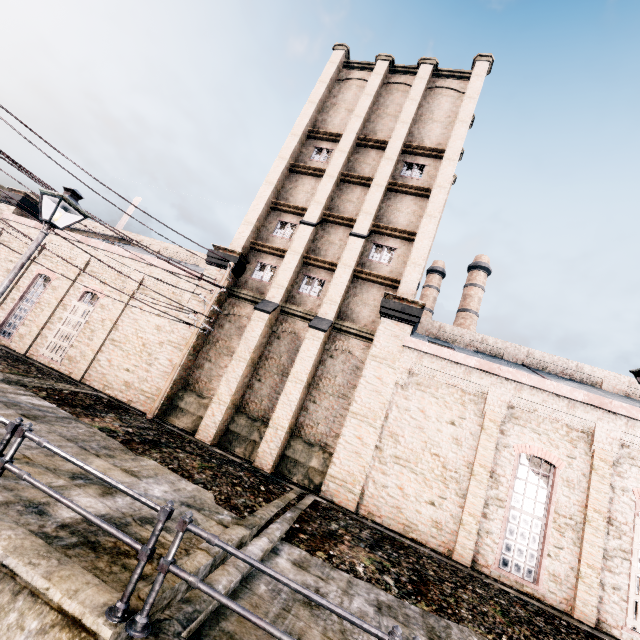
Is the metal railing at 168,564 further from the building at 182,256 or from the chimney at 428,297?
the chimney at 428,297

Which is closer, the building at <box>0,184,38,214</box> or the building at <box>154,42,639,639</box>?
the building at <box>154,42,639,639</box>

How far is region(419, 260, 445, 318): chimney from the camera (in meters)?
43.47

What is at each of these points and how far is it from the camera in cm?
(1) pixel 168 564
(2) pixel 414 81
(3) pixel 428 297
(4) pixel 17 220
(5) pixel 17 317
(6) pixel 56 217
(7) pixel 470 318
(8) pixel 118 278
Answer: (1) metal railing, 386
(2) building, 2259
(3) chimney, 4388
(4) building, 2303
(5) building, 2064
(6) street light, 752
(7) chimney, 4141
(8) building, 2027

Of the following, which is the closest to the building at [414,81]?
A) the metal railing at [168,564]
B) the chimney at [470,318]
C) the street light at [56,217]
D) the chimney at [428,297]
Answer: the street light at [56,217]

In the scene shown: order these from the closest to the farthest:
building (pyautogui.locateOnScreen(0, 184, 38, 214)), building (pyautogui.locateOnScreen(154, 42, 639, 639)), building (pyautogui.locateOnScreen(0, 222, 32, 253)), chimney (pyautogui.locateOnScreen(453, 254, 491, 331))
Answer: building (pyautogui.locateOnScreen(154, 42, 639, 639)), building (pyautogui.locateOnScreen(0, 222, 32, 253)), building (pyautogui.locateOnScreen(0, 184, 38, 214)), chimney (pyautogui.locateOnScreen(453, 254, 491, 331))

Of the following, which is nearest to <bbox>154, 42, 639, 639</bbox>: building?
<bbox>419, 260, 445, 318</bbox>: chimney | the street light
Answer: the street light

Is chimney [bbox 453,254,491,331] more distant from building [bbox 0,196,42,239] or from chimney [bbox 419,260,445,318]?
building [bbox 0,196,42,239]
